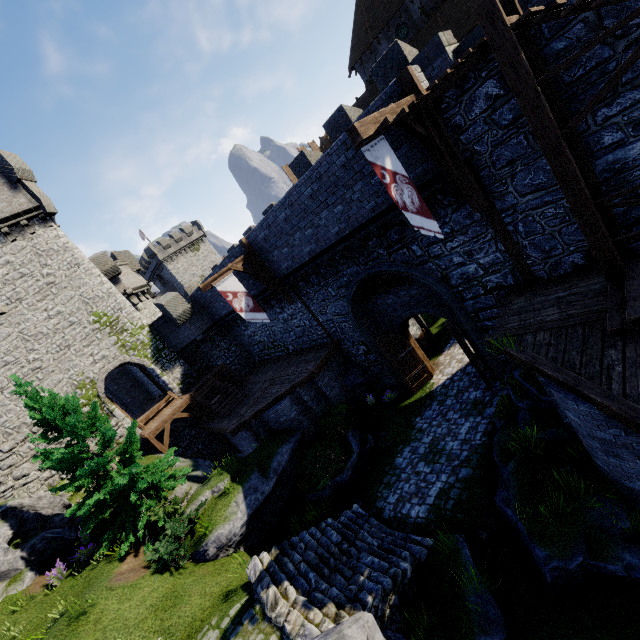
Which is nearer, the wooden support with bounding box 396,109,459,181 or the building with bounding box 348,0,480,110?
the wooden support with bounding box 396,109,459,181

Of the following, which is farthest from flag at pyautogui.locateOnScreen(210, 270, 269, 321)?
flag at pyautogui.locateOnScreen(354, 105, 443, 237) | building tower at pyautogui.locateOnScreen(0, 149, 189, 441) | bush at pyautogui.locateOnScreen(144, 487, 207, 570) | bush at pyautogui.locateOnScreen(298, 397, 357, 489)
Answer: building tower at pyautogui.locateOnScreen(0, 149, 189, 441)

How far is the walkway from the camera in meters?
6.1

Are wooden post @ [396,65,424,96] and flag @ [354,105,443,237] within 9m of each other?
yes

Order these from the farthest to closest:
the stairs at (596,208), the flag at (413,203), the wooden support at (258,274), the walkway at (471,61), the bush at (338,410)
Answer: the wooden support at (258,274)
the bush at (338,410)
the flag at (413,203)
the walkway at (471,61)
the stairs at (596,208)

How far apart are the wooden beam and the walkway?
0.0m

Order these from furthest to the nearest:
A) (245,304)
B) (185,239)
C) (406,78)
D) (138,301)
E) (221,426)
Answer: (185,239), (138,301), (221,426), (245,304), (406,78)

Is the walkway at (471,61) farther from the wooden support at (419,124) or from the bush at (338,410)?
the bush at (338,410)
